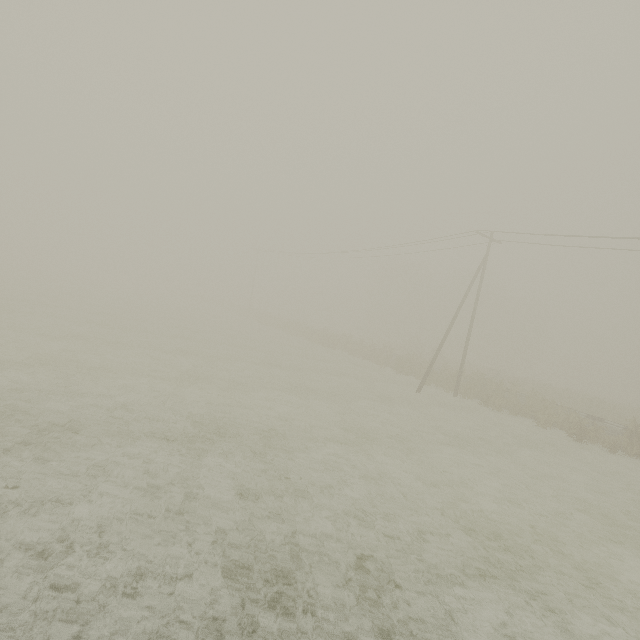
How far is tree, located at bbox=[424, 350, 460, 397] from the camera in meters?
26.1 m

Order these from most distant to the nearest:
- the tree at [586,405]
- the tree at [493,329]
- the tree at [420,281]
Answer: the tree at [420,281] → the tree at [493,329] → the tree at [586,405]

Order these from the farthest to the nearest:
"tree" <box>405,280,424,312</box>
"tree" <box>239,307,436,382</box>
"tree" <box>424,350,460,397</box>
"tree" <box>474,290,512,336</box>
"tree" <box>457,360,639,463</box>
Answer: "tree" <box>405,280,424,312</box> < "tree" <box>474,290,512,336</box> < "tree" <box>239,307,436,382</box> < "tree" <box>424,350,460,397</box> < "tree" <box>457,360,639,463</box>

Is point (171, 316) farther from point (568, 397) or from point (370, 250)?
point (568, 397)

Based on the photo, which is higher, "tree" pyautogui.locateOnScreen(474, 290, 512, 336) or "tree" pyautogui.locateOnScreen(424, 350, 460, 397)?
"tree" pyautogui.locateOnScreen(474, 290, 512, 336)

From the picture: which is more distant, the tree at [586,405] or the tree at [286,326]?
the tree at [286,326]

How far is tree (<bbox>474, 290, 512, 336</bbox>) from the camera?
57.06m
